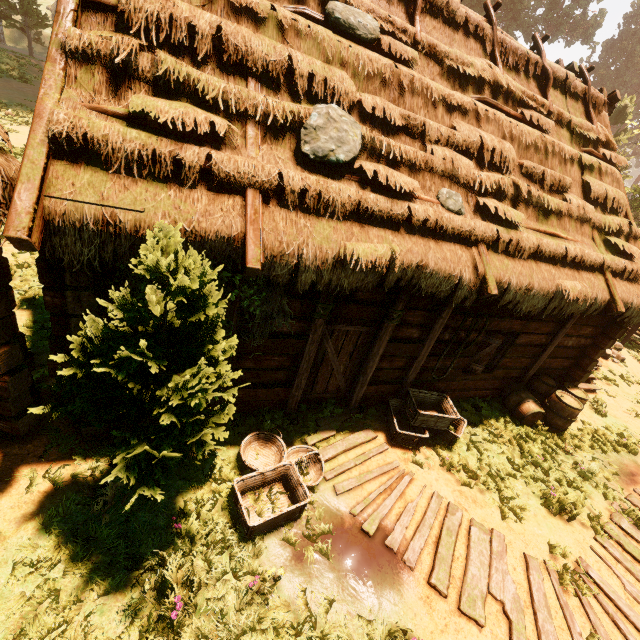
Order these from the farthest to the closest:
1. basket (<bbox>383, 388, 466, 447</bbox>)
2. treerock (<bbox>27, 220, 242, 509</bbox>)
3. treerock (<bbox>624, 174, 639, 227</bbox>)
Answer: treerock (<bbox>624, 174, 639, 227</bbox>), basket (<bbox>383, 388, 466, 447</bbox>), treerock (<bbox>27, 220, 242, 509</bbox>)

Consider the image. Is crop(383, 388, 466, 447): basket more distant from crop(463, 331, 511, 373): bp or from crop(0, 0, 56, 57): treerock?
crop(0, 0, 56, 57): treerock

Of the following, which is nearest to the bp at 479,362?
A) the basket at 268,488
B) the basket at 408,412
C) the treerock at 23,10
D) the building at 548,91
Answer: the building at 548,91

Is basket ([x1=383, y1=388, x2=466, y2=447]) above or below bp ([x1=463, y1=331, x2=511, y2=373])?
below

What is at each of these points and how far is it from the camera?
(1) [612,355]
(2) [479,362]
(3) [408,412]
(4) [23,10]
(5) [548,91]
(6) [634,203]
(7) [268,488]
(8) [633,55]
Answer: (1) rock, 12.7 meters
(2) bp, 7.6 meters
(3) basket, 6.6 meters
(4) treerock, 24.2 meters
(5) building, 7.6 meters
(6) treerock, 22.1 meters
(7) basket, 4.9 meters
(8) treerock, 40.2 meters

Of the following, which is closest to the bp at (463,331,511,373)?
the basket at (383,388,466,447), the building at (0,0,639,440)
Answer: the building at (0,0,639,440)

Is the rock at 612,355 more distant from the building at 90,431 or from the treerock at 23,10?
the treerock at 23,10

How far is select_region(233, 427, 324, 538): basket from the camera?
4.4 meters
